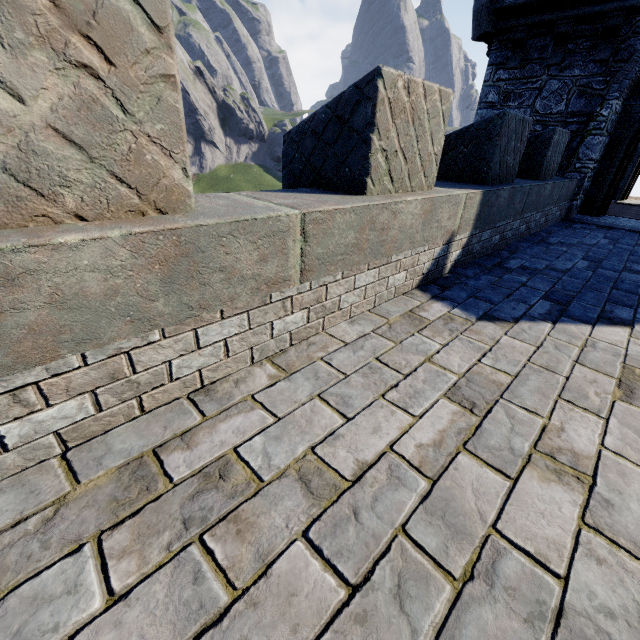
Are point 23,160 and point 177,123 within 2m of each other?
yes
